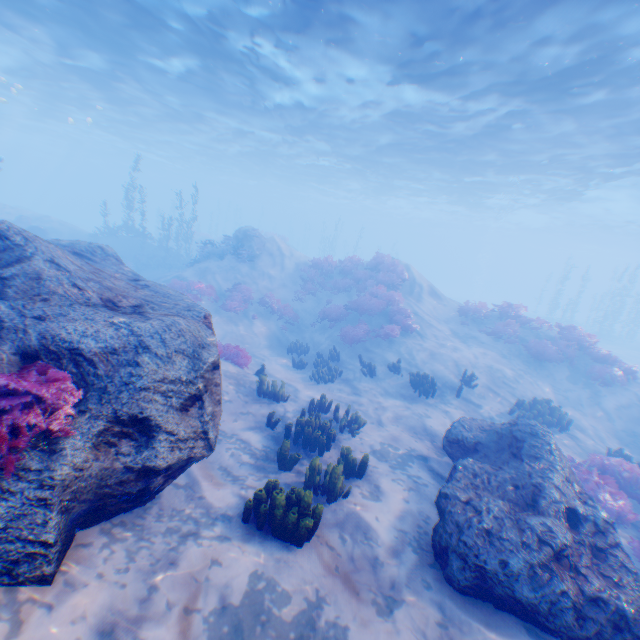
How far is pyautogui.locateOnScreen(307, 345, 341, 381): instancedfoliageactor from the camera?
13.29m

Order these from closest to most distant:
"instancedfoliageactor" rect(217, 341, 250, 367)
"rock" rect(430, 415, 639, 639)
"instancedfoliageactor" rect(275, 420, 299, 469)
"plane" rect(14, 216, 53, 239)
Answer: "rock" rect(430, 415, 639, 639), "instancedfoliageactor" rect(275, 420, 299, 469), "instancedfoliageactor" rect(217, 341, 250, 367), "plane" rect(14, 216, 53, 239)

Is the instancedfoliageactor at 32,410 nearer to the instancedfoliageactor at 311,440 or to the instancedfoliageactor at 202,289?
the instancedfoliageactor at 311,440

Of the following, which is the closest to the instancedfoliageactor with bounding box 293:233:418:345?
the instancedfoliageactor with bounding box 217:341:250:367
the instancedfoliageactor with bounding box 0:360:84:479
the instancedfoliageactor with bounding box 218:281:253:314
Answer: the instancedfoliageactor with bounding box 218:281:253:314

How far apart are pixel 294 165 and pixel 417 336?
30.0 meters

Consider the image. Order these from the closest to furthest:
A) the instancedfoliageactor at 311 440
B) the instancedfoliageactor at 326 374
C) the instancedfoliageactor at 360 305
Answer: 1. the instancedfoliageactor at 311 440
2. the instancedfoliageactor at 326 374
3. the instancedfoliageactor at 360 305

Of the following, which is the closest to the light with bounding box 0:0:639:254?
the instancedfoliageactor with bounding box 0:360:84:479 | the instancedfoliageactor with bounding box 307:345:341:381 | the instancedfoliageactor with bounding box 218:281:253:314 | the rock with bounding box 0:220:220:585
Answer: the rock with bounding box 0:220:220:585

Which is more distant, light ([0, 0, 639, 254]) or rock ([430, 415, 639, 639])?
light ([0, 0, 639, 254])
